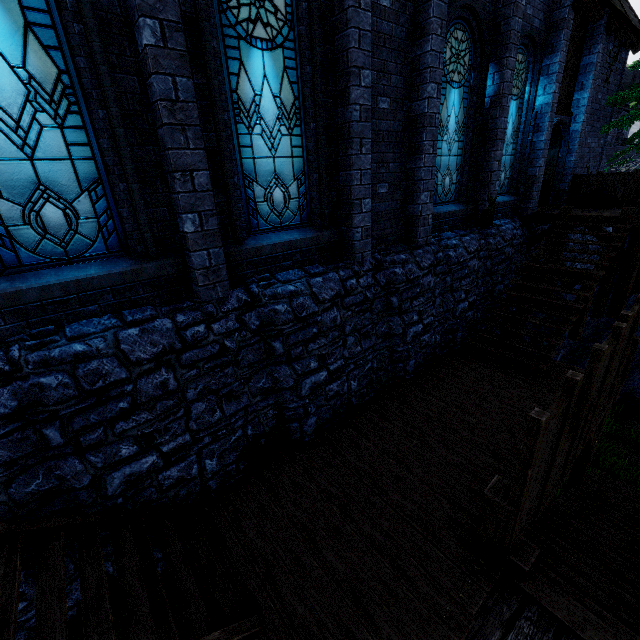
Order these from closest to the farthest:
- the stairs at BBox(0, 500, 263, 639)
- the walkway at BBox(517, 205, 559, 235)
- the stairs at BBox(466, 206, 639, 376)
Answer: the stairs at BBox(0, 500, 263, 639) → the stairs at BBox(466, 206, 639, 376) → the walkway at BBox(517, 205, 559, 235)

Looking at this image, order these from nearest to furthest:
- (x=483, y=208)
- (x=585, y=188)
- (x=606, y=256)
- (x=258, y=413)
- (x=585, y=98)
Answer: (x=258, y=413), (x=606, y=256), (x=483, y=208), (x=585, y=98), (x=585, y=188)

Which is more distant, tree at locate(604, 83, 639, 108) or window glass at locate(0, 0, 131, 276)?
tree at locate(604, 83, 639, 108)

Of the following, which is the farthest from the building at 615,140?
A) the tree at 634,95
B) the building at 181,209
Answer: the building at 181,209

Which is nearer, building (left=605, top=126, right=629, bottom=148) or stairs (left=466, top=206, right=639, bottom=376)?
stairs (left=466, top=206, right=639, bottom=376)

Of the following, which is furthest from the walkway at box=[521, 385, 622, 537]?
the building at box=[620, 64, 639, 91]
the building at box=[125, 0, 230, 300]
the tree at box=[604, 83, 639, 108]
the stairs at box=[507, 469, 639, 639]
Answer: the building at box=[620, 64, 639, 91]

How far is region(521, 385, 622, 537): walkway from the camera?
4.7m

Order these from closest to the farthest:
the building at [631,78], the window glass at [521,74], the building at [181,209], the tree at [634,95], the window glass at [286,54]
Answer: the building at [181,209] → the window glass at [286,54] → the window glass at [521,74] → the tree at [634,95] → the building at [631,78]
